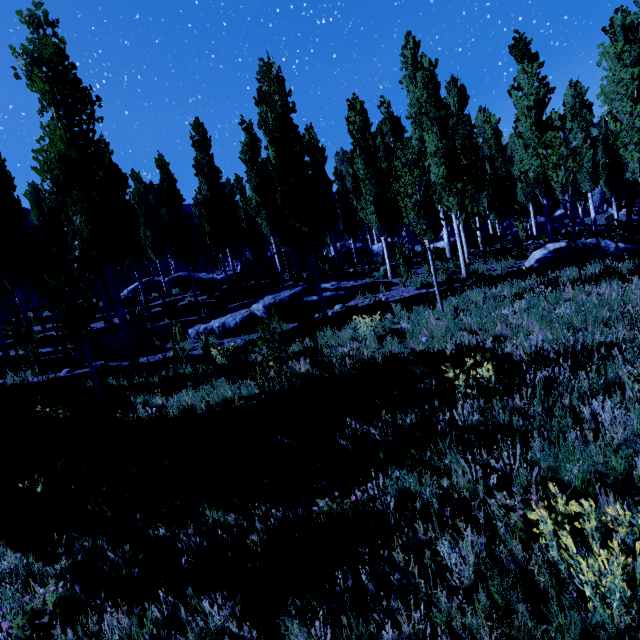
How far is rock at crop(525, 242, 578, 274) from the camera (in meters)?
10.17

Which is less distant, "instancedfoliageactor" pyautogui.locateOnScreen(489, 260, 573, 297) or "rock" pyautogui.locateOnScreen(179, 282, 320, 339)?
"instancedfoliageactor" pyautogui.locateOnScreen(489, 260, 573, 297)

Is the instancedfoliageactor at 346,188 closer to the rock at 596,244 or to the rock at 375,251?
the rock at 375,251

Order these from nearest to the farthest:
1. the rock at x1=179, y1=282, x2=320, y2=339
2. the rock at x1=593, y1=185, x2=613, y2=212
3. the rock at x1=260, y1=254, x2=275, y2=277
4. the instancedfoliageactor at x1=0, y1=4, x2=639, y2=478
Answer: the instancedfoliageactor at x1=0, y1=4, x2=639, y2=478
the rock at x1=179, y1=282, x2=320, y2=339
the rock at x1=260, y1=254, x2=275, y2=277
the rock at x1=593, y1=185, x2=613, y2=212

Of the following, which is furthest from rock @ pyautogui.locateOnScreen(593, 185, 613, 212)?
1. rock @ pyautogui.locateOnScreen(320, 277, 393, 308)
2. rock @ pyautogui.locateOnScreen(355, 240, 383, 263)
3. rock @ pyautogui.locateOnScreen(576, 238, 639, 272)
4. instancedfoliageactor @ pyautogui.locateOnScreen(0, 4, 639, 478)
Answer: rock @ pyautogui.locateOnScreen(320, 277, 393, 308)

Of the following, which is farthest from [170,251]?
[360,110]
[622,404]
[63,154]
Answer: [622,404]

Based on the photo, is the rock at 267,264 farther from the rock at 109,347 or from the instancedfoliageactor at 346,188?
the rock at 109,347
